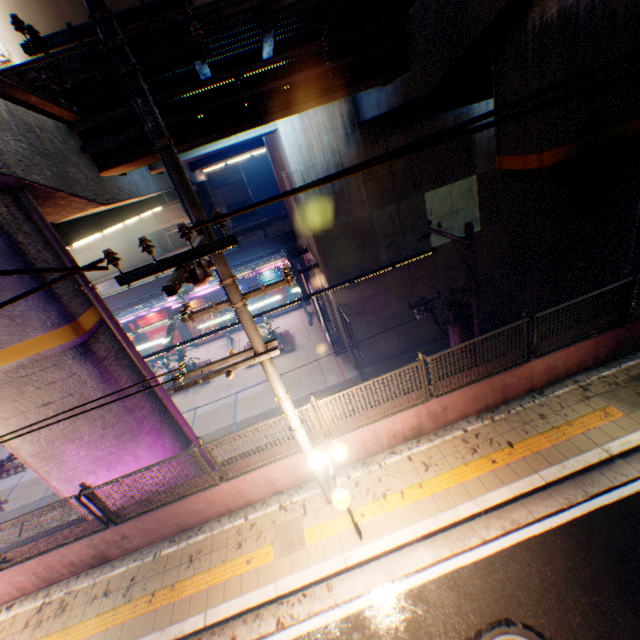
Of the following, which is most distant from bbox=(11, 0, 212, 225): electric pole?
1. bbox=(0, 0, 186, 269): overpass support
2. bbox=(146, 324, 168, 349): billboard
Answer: bbox=(146, 324, 168, 349): billboard

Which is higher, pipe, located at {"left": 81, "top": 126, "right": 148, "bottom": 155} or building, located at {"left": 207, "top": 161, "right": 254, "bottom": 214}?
pipe, located at {"left": 81, "top": 126, "right": 148, "bottom": 155}

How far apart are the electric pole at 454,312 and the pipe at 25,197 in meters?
8.1 m

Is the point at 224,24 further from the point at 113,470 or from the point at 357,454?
the point at 113,470

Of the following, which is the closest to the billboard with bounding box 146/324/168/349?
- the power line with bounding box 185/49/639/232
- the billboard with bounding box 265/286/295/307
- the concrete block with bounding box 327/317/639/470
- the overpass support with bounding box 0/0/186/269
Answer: the billboard with bounding box 265/286/295/307

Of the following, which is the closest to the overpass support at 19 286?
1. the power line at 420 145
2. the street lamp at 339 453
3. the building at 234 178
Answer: the street lamp at 339 453

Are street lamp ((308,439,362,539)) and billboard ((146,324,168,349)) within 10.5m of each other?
no

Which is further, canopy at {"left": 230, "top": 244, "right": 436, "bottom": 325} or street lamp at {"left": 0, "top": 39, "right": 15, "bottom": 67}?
canopy at {"left": 230, "top": 244, "right": 436, "bottom": 325}
